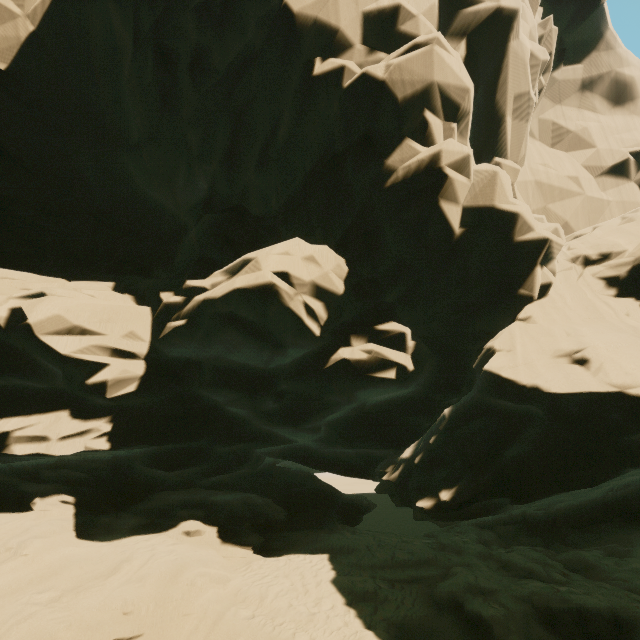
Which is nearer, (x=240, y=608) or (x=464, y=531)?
(x=240, y=608)
